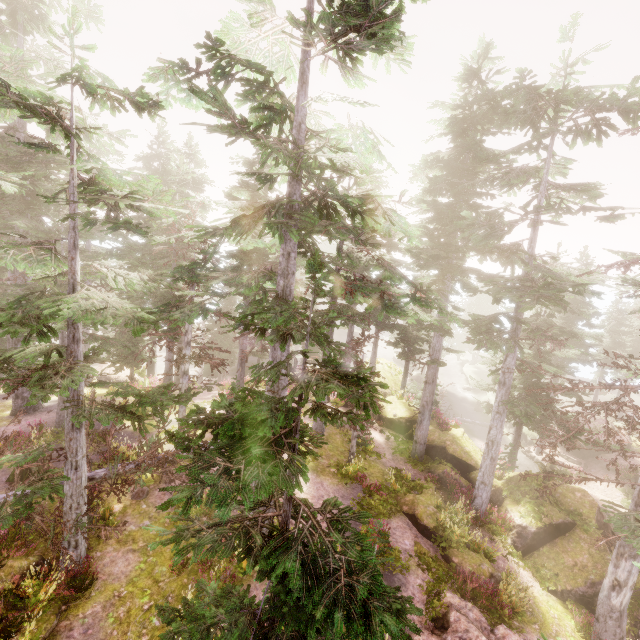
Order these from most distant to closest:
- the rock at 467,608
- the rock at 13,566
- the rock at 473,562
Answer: the rock at 473,562 < the rock at 467,608 < the rock at 13,566

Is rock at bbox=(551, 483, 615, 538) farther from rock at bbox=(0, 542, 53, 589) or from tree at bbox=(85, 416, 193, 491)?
rock at bbox=(0, 542, 53, 589)

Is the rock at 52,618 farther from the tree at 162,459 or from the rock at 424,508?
the rock at 424,508

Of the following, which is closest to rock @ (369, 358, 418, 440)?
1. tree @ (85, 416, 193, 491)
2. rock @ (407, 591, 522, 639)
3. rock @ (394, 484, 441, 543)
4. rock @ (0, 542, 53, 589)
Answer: rock @ (394, 484, 441, 543)

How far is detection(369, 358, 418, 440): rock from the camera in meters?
24.3 m

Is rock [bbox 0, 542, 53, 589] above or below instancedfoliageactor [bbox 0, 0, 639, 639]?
below

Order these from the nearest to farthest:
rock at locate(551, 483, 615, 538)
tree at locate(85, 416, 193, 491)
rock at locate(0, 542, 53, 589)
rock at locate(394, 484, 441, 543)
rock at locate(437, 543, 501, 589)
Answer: rock at locate(0, 542, 53, 589)
tree at locate(85, 416, 193, 491)
rock at locate(437, 543, 501, 589)
rock at locate(394, 484, 441, 543)
rock at locate(551, 483, 615, 538)

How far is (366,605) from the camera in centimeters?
420cm
